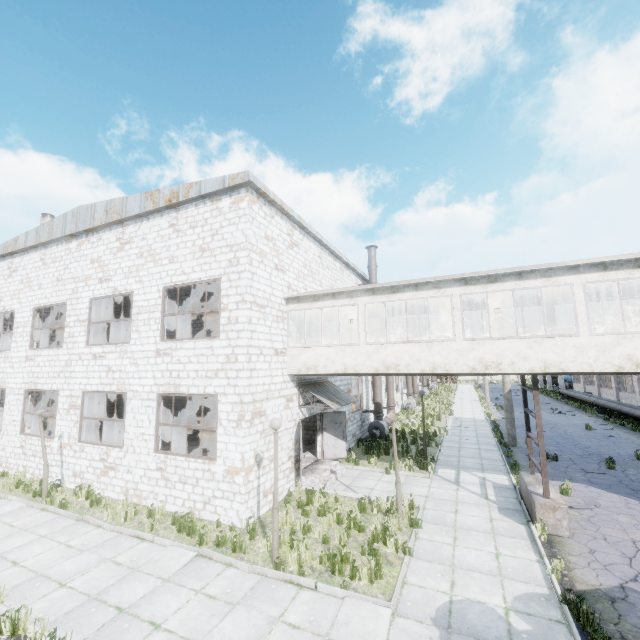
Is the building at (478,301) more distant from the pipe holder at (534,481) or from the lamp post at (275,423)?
the lamp post at (275,423)

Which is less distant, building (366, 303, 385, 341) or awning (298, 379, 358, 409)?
awning (298, 379, 358, 409)

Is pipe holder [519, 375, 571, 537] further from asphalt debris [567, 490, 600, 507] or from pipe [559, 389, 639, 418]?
pipe [559, 389, 639, 418]

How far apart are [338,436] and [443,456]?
5.9 meters

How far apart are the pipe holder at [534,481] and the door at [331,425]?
7.0m

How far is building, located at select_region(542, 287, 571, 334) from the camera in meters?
12.1 m

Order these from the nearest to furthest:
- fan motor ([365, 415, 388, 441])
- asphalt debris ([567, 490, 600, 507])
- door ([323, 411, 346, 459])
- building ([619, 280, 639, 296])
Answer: asphalt debris ([567, 490, 600, 507]) → building ([619, 280, 639, 296]) → door ([323, 411, 346, 459]) → fan motor ([365, 415, 388, 441])

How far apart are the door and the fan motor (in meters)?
4.75
